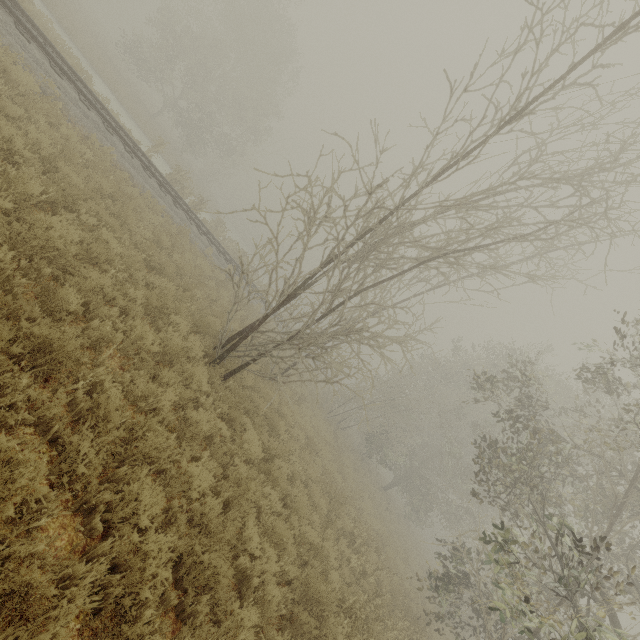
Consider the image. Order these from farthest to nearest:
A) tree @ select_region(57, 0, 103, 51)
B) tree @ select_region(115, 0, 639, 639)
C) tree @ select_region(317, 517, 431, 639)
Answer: tree @ select_region(57, 0, 103, 51) → tree @ select_region(115, 0, 639, 639) → tree @ select_region(317, 517, 431, 639)

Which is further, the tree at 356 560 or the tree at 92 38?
the tree at 92 38

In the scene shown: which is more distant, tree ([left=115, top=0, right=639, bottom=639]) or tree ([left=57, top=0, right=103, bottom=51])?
tree ([left=57, top=0, right=103, bottom=51])

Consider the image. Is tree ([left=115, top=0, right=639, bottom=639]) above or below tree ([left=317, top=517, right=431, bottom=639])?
above

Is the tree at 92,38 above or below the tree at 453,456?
below

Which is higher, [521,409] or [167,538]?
[521,409]
